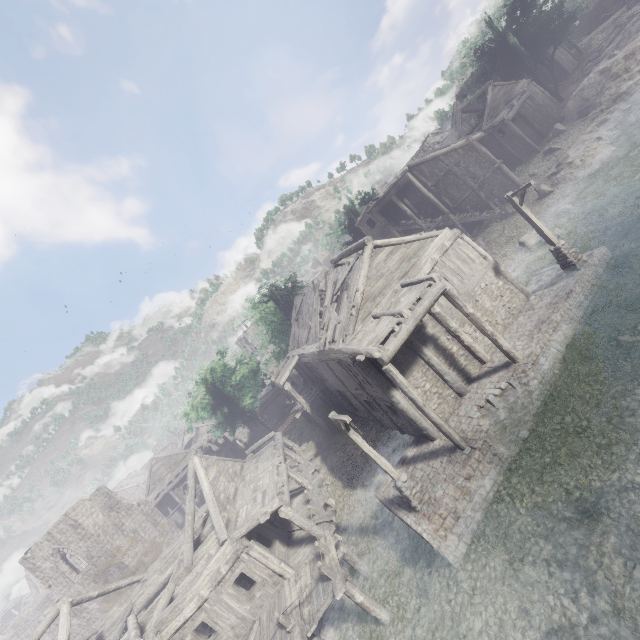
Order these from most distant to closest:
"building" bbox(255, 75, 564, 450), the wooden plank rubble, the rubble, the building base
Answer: the wooden plank rubble
"building" bbox(255, 75, 564, 450)
the rubble
the building base

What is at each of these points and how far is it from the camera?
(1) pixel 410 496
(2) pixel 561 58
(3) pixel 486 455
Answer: (1) wooden lamp post, 12.0 meters
(2) building, 43.8 meters
(3) building base, 12.1 meters

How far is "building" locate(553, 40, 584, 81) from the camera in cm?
4356

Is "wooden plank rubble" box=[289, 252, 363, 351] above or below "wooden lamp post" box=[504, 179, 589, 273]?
above

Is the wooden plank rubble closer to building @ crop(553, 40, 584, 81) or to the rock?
building @ crop(553, 40, 584, 81)

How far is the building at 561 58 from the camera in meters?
43.6

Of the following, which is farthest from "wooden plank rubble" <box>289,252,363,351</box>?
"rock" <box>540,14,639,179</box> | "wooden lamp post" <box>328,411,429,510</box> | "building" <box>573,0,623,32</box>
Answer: "rock" <box>540,14,639,179</box>

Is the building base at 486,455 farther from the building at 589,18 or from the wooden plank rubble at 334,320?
the wooden plank rubble at 334,320
